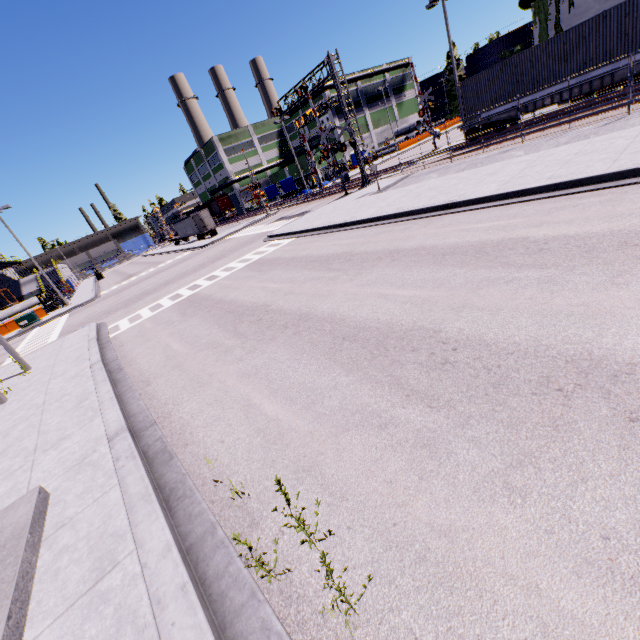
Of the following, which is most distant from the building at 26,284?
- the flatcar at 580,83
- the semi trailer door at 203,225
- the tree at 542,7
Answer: the semi trailer door at 203,225

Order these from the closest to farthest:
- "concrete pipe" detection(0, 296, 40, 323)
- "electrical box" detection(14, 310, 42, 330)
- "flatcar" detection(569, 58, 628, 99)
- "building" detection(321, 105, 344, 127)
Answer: "flatcar" detection(569, 58, 628, 99) < "electrical box" detection(14, 310, 42, 330) < "concrete pipe" detection(0, 296, 40, 323) < "building" detection(321, 105, 344, 127)

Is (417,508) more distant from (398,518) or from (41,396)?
(41,396)

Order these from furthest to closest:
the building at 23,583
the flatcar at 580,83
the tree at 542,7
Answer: the tree at 542,7 → the flatcar at 580,83 → the building at 23,583

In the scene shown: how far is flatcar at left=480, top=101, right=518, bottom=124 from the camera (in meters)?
20.58

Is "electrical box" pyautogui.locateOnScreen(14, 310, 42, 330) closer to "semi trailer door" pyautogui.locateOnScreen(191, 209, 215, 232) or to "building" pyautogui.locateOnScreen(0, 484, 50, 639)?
"building" pyautogui.locateOnScreen(0, 484, 50, 639)

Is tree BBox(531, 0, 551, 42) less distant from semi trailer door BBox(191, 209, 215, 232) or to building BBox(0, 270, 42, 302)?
building BBox(0, 270, 42, 302)

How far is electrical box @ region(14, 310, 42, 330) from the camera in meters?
27.9 m
